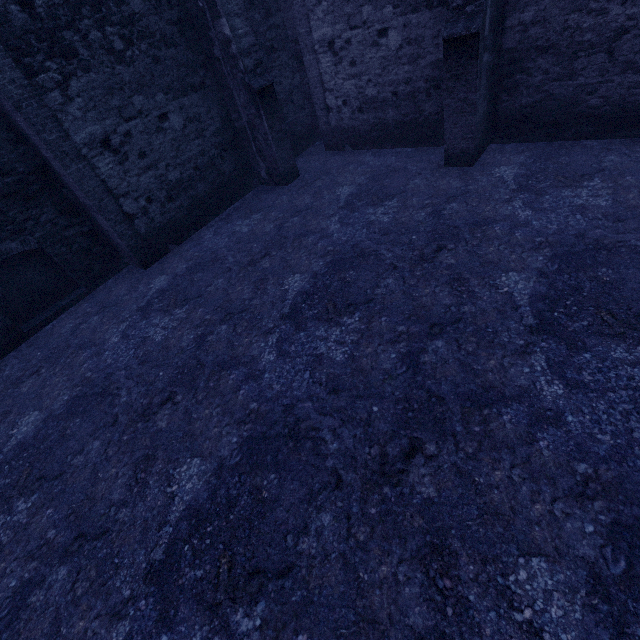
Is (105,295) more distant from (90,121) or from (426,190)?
(426,190)
